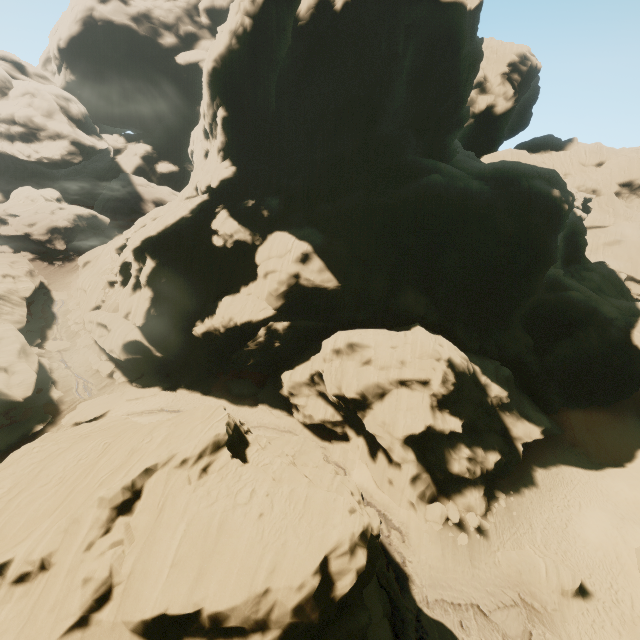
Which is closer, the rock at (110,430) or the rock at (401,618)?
the rock at (110,430)

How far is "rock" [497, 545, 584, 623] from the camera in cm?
2089

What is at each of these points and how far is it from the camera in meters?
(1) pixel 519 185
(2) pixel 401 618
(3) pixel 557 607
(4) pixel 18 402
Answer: (1) rock, 38.4 m
(2) rock, 19.7 m
(3) rock, 20.8 m
(4) rock, 31.1 m

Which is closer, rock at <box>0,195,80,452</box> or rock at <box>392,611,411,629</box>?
rock at <box>392,611,411,629</box>

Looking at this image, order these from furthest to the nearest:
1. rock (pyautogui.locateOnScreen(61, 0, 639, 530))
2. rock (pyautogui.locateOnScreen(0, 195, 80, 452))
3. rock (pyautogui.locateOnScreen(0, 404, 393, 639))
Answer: rock (pyautogui.locateOnScreen(0, 195, 80, 452)) < rock (pyautogui.locateOnScreen(61, 0, 639, 530)) < rock (pyautogui.locateOnScreen(0, 404, 393, 639))
